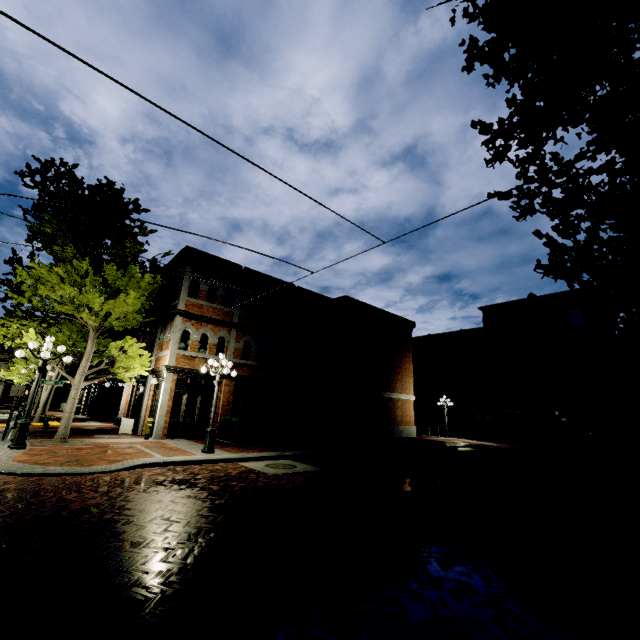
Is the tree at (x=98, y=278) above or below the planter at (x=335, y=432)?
above

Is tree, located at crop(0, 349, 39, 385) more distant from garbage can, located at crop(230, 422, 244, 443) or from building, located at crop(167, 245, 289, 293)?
garbage can, located at crop(230, 422, 244, 443)

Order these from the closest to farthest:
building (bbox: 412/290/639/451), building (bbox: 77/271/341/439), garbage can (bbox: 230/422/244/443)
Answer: garbage can (bbox: 230/422/244/443) → building (bbox: 77/271/341/439) → building (bbox: 412/290/639/451)

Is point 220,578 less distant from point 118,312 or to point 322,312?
point 118,312

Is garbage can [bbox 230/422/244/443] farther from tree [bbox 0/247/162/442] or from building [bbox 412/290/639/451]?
building [bbox 412/290/639/451]

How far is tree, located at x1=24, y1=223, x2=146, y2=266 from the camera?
12.1m

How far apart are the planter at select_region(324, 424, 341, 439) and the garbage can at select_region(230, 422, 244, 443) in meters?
6.9

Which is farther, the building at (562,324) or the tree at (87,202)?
the building at (562,324)
